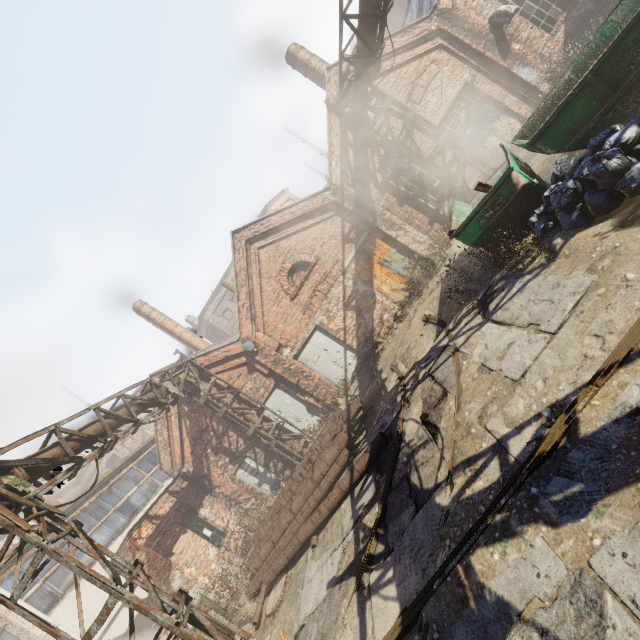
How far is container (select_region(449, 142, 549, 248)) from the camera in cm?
636

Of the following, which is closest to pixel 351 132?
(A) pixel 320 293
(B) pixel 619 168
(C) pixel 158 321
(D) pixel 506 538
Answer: (A) pixel 320 293

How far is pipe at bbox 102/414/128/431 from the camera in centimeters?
836cm

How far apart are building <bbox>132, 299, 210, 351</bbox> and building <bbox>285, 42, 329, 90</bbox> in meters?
15.0 m

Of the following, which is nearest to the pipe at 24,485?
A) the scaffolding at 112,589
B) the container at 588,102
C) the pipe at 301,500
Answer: the scaffolding at 112,589

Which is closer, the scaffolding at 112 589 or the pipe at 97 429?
the scaffolding at 112 589

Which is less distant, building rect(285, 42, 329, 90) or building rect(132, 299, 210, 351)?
building rect(285, 42, 329, 90)

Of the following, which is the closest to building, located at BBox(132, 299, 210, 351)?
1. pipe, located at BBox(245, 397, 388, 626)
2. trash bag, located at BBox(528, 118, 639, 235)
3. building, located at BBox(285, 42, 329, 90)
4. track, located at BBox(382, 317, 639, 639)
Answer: pipe, located at BBox(245, 397, 388, 626)
